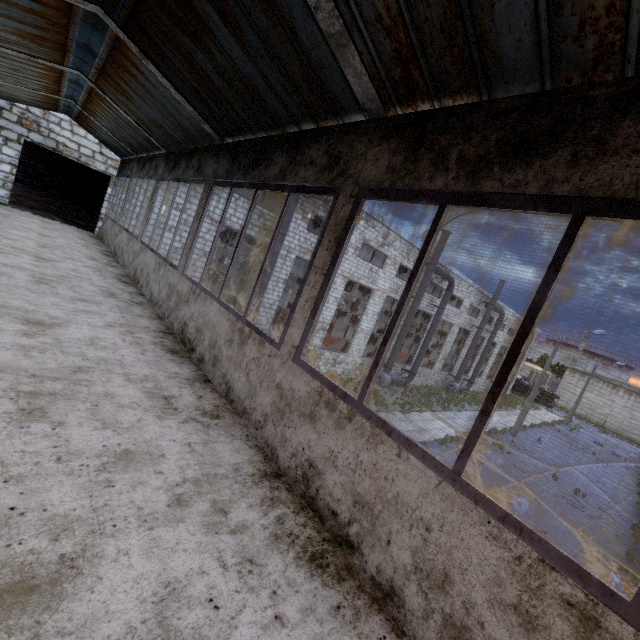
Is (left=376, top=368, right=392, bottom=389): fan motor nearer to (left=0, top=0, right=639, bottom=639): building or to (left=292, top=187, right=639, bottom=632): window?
(left=0, top=0, right=639, bottom=639): building

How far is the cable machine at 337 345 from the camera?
25.6m

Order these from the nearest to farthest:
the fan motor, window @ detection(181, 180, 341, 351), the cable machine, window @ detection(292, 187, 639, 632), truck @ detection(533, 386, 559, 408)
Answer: window @ detection(292, 187, 639, 632)
window @ detection(181, 180, 341, 351)
the fan motor
the cable machine
truck @ detection(533, 386, 559, 408)

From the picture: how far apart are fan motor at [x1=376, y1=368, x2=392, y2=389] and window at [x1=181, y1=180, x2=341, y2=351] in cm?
2124

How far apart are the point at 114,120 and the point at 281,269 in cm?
1054

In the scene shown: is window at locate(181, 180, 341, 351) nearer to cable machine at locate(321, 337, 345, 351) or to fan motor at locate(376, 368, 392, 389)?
cable machine at locate(321, 337, 345, 351)

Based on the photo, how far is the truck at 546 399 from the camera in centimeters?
5422cm

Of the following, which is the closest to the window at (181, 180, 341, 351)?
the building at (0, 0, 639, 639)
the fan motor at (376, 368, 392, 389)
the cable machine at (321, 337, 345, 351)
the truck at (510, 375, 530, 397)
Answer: the building at (0, 0, 639, 639)
